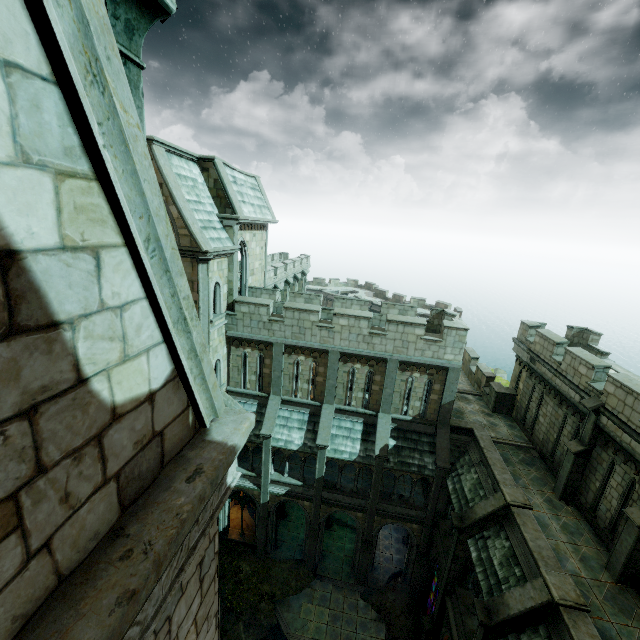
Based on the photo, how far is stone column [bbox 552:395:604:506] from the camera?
12.95m

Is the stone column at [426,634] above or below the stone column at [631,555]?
below

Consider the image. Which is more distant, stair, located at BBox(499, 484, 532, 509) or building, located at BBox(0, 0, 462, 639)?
Answer: stair, located at BBox(499, 484, 532, 509)

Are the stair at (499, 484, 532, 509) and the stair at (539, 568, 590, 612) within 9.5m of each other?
yes

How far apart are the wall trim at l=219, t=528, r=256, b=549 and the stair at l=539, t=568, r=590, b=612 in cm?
1651

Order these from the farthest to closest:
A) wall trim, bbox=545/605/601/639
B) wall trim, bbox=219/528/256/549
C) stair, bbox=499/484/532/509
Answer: wall trim, bbox=219/528/256/549 → stair, bbox=499/484/532/509 → wall trim, bbox=545/605/601/639

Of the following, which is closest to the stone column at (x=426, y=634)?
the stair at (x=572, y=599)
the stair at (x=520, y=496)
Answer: the stair at (x=520, y=496)

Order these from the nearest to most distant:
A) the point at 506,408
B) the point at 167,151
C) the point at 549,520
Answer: the point at 549,520 → the point at 167,151 → the point at 506,408
